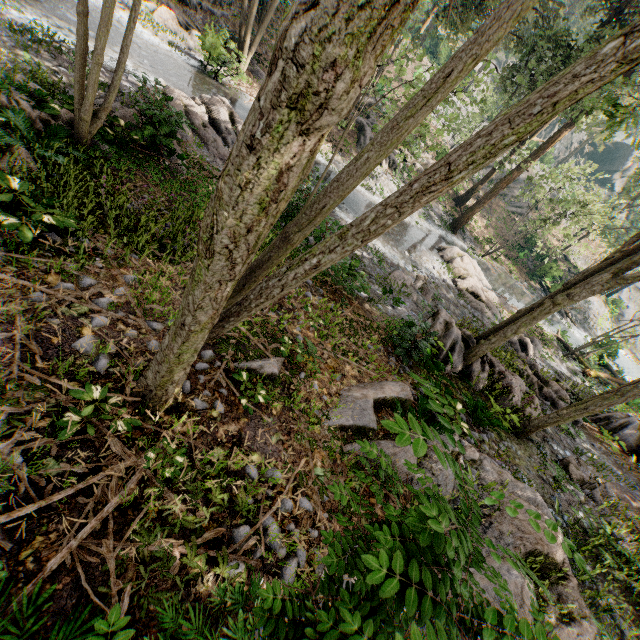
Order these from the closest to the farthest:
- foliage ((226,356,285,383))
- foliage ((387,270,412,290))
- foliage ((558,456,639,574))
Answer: foliage ((226,356,285,383)), foliage ((558,456,639,574)), foliage ((387,270,412,290))

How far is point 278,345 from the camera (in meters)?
7.07

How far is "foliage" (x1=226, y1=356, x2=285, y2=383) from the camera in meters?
6.0

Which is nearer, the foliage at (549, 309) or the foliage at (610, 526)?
the foliage at (610, 526)

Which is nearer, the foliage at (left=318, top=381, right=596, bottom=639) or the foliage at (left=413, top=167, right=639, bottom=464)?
the foliage at (left=318, top=381, right=596, bottom=639)

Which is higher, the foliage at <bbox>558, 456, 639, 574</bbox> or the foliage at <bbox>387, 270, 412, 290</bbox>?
the foliage at <bbox>558, 456, 639, 574</bbox>
